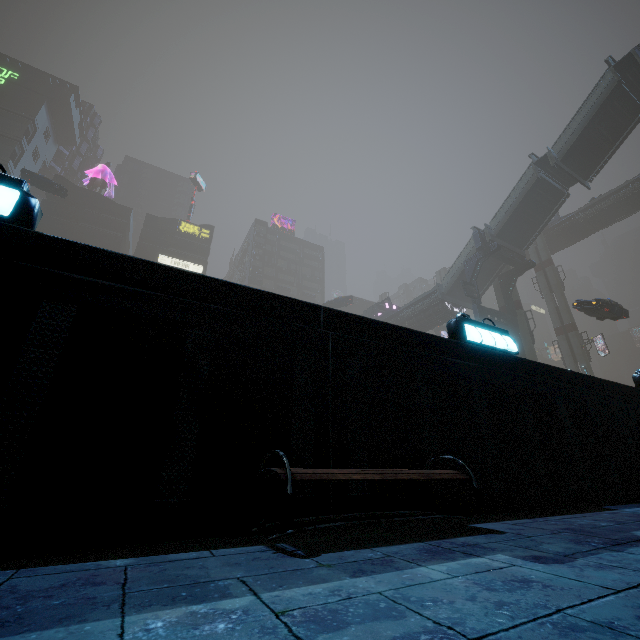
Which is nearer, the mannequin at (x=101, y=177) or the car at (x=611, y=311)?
the car at (x=611, y=311)

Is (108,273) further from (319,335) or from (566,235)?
(566,235)

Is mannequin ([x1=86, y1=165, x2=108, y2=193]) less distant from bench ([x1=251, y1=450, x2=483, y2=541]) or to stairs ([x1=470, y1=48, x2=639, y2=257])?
stairs ([x1=470, y1=48, x2=639, y2=257])

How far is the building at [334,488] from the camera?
2.4m

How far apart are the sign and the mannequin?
63.0 meters

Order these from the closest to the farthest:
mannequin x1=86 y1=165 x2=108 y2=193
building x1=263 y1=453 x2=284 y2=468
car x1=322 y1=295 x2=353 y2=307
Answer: building x1=263 y1=453 x2=284 y2=468 → car x1=322 y1=295 x2=353 y2=307 → mannequin x1=86 y1=165 x2=108 y2=193

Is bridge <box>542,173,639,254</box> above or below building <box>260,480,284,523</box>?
above

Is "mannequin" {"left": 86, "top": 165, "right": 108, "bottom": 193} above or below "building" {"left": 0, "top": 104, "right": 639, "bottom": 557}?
above
